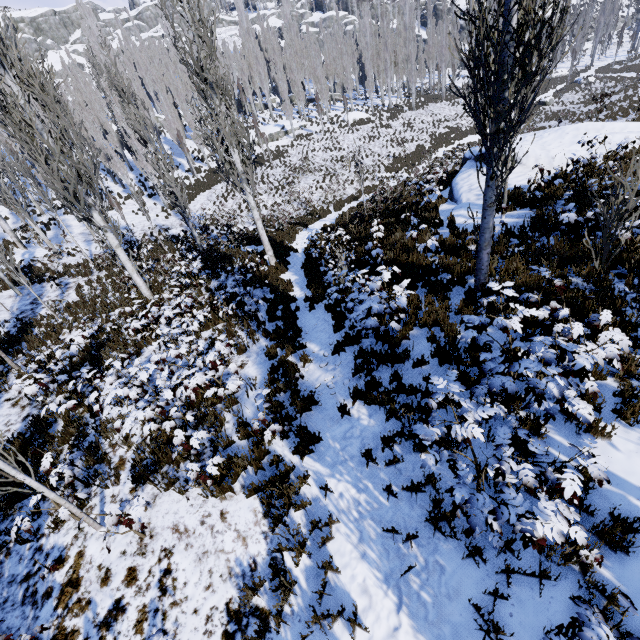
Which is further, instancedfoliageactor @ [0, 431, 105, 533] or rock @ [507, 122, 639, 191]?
rock @ [507, 122, 639, 191]

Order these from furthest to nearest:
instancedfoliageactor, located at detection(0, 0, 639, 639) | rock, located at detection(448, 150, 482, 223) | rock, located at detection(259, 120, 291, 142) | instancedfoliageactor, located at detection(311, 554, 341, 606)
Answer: rock, located at detection(259, 120, 291, 142)
rock, located at detection(448, 150, 482, 223)
instancedfoliageactor, located at detection(311, 554, 341, 606)
instancedfoliageactor, located at detection(0, 0, 639, 639)

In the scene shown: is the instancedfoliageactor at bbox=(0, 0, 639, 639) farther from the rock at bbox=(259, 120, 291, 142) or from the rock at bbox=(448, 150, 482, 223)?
the rock at bbox=(448, 150, 482, 223)

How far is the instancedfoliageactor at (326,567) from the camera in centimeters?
413cm

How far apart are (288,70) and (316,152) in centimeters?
1634cm

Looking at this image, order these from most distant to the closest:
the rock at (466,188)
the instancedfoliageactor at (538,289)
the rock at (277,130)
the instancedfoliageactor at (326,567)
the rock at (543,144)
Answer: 1. the rock at (277,130)
2. the rock at (543,144)
3. the rock at (466,188)
4. the instancedfoliageactor at (326,567)
5. the instancedfoliageactor at (538,289)

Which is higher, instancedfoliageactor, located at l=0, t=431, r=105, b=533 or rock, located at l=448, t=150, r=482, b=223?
instancedfoliageactor, located at l=0, t=431, r=105, b=533
